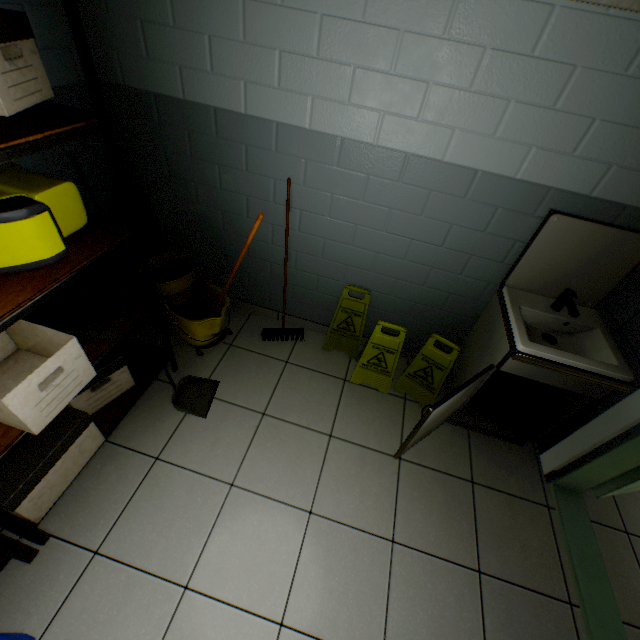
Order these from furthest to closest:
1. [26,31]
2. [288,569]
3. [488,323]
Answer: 1. [488,323]
2. [288,569]
3. [26,31]

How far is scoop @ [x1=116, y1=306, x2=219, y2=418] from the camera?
1.88m

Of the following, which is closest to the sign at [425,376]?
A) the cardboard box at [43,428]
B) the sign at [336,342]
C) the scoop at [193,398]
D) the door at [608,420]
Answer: the sign at [336,342]

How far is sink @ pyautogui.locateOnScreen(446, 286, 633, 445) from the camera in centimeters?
173cm

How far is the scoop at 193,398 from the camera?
1.9m

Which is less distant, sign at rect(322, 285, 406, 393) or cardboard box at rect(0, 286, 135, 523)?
cardboard box at rect(0, 286, 135, 523)

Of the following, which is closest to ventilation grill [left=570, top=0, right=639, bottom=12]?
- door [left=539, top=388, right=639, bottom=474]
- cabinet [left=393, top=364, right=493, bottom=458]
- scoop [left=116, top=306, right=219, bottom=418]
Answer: door [left=539, top=388, right=639, bottom=474]

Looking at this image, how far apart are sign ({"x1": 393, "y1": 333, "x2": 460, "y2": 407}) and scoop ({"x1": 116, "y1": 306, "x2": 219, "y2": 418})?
1.40m
